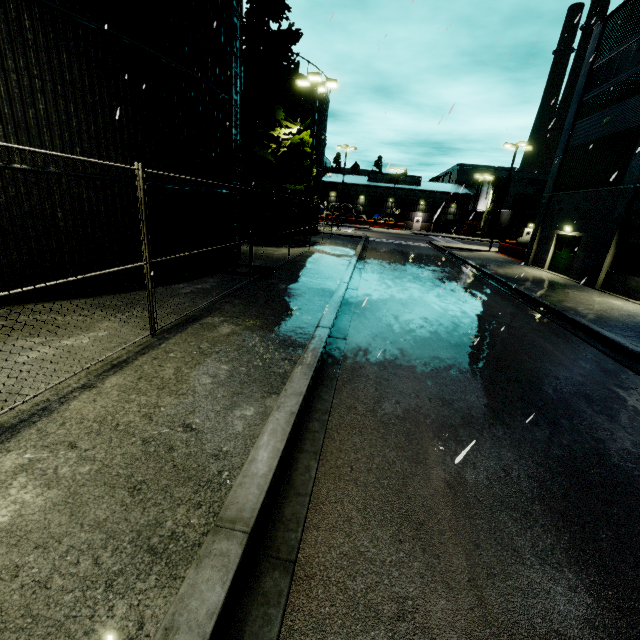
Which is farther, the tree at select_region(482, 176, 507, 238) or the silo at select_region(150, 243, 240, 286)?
the tree at select_region(482, 176, 507, 238)

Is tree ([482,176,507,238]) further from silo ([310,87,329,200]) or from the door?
the door

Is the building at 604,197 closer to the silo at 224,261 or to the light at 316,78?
the silo at 224,261

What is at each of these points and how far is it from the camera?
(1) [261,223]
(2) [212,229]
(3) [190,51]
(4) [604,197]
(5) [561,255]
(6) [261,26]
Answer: (1) tree, 21.4 meters
(2) silo, 11.6 meters
(3) silo, 9.1 meters
(4) building, 17.5 meters
(5) door, 21.0 meters
(6) tree, 18.7 meters

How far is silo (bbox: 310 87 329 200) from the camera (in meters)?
27.80

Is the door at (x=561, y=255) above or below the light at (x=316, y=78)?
below

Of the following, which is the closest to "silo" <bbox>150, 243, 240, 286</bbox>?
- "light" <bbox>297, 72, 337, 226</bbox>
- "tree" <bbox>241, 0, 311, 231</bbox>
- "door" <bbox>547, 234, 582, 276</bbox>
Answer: "tree" <bbox>241, 0, 311, 231</bbox>
